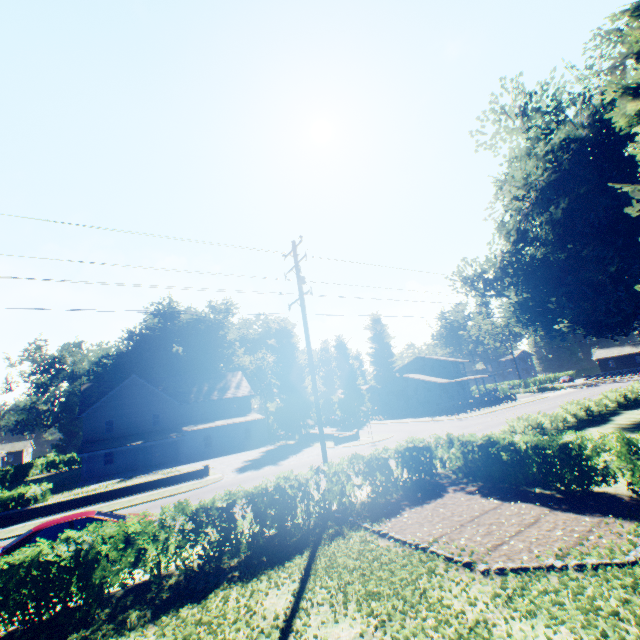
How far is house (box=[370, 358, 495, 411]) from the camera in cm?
5103

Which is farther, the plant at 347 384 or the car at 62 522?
the plant at 347 384

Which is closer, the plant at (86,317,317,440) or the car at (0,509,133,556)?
the car at (0,509,133,556)

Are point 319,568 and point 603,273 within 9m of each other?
no

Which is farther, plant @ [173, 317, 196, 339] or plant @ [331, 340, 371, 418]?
plant @ [173, 317, 196, 339]

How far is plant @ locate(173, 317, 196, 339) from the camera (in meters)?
58.03

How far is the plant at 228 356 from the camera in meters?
39.5
